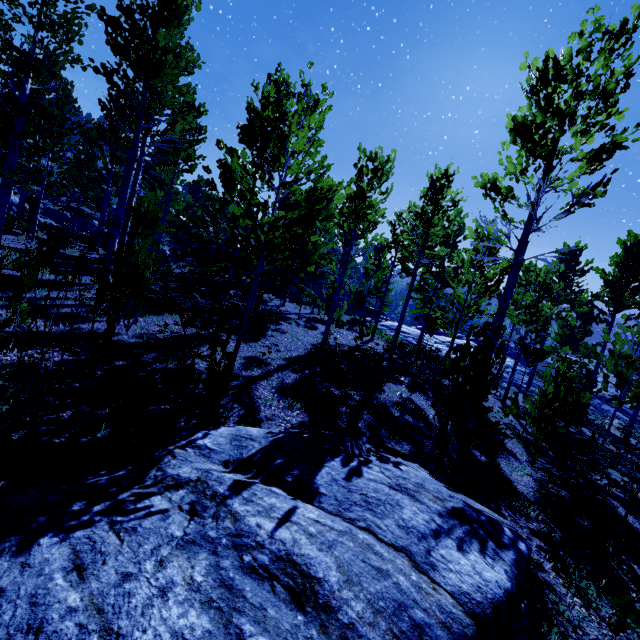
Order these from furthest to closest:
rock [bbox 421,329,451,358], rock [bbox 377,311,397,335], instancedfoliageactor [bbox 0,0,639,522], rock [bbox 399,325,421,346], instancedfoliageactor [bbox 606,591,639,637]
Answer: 1. rock [bbox 377,311,397,335]
2. rock [bbox 399,325,421,346]
3. rock [bbox 421,329,451,358]
4. instancedfoliageactor [bbox 0,0,639,522]
5. instancedfoliageactor [bbox 606,591,639,637]

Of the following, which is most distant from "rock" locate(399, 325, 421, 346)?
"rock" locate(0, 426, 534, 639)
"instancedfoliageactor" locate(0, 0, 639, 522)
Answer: "rock" locate(0, 426, 534, 639)

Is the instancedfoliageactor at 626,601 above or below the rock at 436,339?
below

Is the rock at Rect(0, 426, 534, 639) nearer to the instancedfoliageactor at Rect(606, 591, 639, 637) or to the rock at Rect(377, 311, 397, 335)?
the instancedfoliageactor at Rect(606, 591, 639, 637)

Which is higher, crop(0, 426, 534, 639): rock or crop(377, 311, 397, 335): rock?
crop(377, 311, 397, 335): rock

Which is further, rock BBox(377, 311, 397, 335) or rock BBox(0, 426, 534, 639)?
rock BBox(377, 311, 397, 335)

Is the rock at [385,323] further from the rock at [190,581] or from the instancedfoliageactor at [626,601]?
the rock at [190,581]

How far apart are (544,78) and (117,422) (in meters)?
9.90
